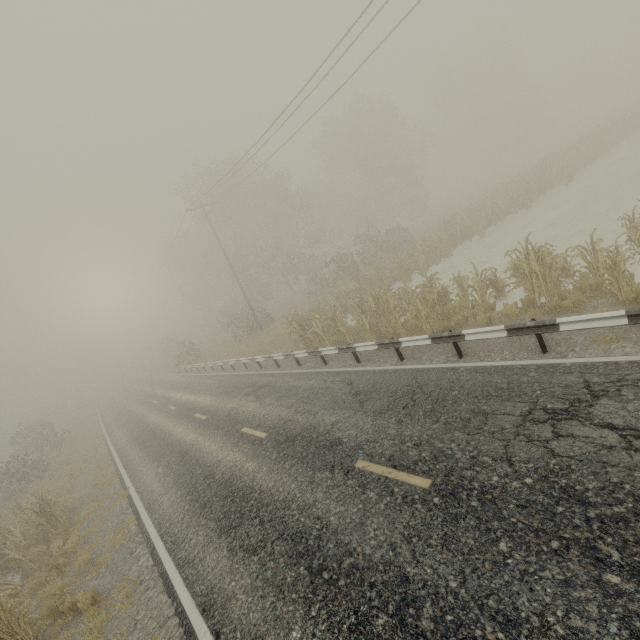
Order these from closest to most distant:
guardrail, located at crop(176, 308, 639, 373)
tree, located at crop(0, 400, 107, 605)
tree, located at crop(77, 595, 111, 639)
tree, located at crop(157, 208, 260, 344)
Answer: guardrail, located at crop(176, 308, 639, 373) < tree, located at crop(77, 595, 111, 639) < tree, located at crop(0, 400, 107, 605) < tree, located at crop(157, 208, 260, 344)

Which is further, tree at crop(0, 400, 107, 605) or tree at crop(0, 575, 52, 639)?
tree at crop(0, 400, 107, 605)

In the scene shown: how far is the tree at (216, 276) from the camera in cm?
3203

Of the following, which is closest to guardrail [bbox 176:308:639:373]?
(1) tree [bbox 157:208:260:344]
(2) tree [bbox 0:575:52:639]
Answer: (1) tree [bbox 157:208:260:344]

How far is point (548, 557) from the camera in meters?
3.7

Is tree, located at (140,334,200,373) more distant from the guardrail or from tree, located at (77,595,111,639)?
tree, located at (77,595,111,639)
